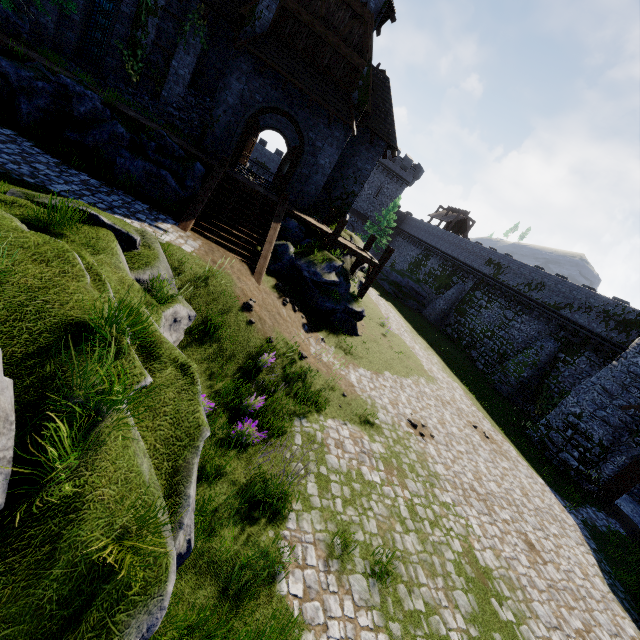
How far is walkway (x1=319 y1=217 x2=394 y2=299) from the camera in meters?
16.1 m

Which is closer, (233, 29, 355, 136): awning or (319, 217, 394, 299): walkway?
(233, 29, 355, 136): awning

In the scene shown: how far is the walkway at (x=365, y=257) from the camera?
16.06m

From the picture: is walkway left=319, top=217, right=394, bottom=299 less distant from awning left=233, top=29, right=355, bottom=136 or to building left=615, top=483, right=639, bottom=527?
awning left=233, top=29, right=355, bottom=136

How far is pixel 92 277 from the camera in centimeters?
505cm

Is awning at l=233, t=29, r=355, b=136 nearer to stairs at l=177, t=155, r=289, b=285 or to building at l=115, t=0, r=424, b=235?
building at l=115, t=0, r=424, b=235

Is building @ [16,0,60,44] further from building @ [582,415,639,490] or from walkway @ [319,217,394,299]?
building @ [582,415,639,490]

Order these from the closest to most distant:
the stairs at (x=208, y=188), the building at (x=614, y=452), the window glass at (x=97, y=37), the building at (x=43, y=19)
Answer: the stairs at (x=208, y=188)
the building at (x=43, y=19)
the window glass at (x=97, y=37)
the building at (x=614, y=452)
